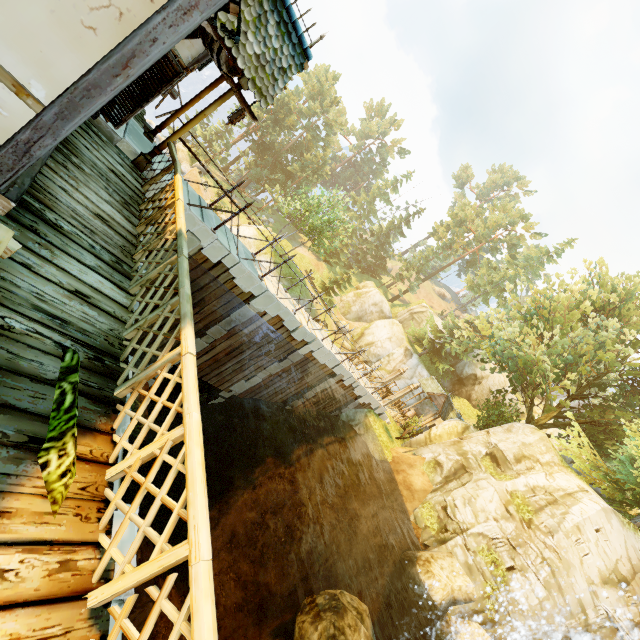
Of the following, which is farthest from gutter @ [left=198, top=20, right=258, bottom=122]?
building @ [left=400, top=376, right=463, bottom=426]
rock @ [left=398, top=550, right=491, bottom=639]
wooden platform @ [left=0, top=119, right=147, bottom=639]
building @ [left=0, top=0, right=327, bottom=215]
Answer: building @ [left=400, top=376, right=463, bottom=426]

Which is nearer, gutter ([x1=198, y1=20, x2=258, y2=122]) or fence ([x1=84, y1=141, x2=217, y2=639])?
fence ([x1=84, y1=141, x2=217, y2=639])

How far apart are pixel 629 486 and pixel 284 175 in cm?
4930

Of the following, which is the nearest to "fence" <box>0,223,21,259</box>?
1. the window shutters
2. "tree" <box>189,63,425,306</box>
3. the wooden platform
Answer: the wooden platform

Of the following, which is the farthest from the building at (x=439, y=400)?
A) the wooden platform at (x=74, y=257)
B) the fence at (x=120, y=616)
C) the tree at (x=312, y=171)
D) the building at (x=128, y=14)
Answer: the wooden platform at (x=74, y=257)

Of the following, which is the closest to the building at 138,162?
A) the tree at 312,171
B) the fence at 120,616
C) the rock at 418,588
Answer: the fence at 120,616

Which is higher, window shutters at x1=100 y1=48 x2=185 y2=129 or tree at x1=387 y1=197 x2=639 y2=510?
tree at x1=387 y1=197 x2=639 y2=510

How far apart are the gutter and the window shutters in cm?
40
